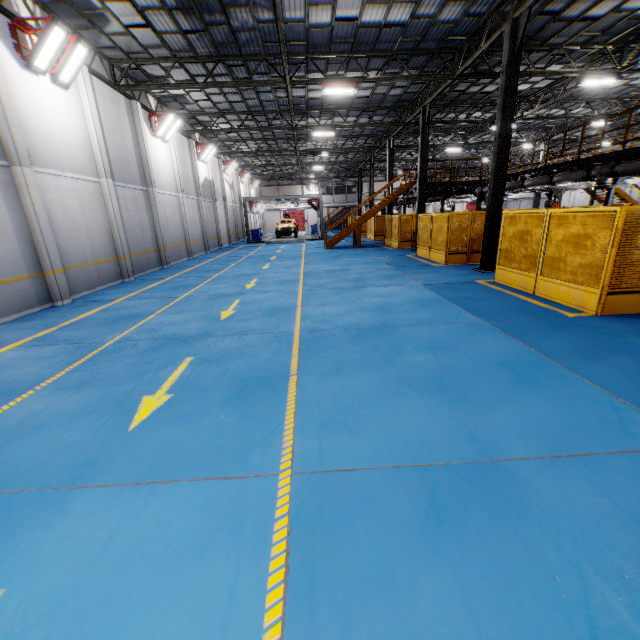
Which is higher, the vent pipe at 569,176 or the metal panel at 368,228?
the vent pipe at 569,176

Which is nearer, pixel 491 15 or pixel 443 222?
pixel 491 15

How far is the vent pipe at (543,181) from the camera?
14.8 meters

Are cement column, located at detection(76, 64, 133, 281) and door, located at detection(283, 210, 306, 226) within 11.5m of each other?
no

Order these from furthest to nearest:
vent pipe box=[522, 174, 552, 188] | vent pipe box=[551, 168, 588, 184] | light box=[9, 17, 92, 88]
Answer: vent pipe box=[522, 174, 552, 188] < vent pipe box=[551, 168, 588, 184] < light box=[9, 17, 92, 88]

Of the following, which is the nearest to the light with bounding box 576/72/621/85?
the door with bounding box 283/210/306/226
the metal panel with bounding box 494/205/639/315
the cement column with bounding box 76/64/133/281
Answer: the metal panel with bounding box 494/205/639/315

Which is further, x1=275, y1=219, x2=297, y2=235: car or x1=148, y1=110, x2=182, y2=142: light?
x1=275, y1=219, x2=297, y2=235: car

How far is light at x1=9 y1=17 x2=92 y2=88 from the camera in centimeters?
920cm
